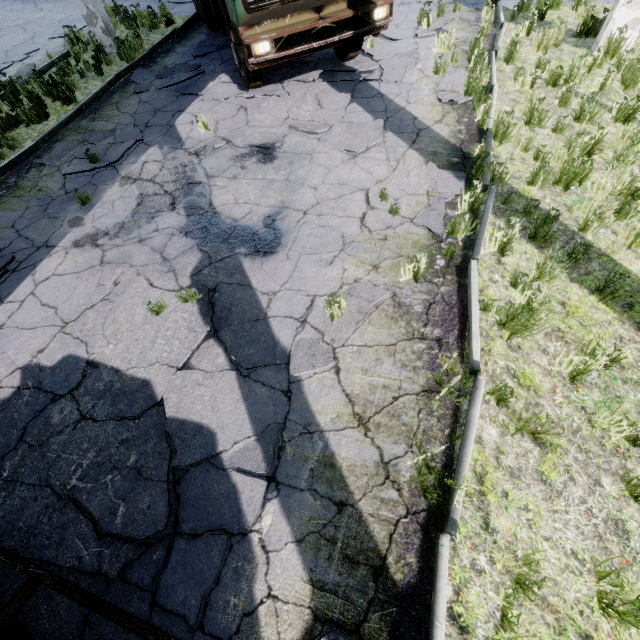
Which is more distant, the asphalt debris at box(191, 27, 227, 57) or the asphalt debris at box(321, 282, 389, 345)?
the asphalt debris at box(191, 27, 227, 57)

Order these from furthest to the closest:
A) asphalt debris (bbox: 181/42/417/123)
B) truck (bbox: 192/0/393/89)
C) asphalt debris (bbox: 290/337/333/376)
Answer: asphalt debris (bbox: 181/42/417/123) → truck (bbox: 192/0/393/89) → asphalt debris (bbox: 290/337/333/376)

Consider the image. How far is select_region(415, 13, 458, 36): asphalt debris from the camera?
7.8 meters

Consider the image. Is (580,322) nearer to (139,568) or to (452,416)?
(452,416)

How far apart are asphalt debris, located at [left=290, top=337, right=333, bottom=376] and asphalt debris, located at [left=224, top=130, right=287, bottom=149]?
3.4 meters

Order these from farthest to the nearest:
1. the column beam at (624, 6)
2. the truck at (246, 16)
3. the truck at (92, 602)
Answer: the column beam at (624, 6) → the truck at (246, 16) → the truck at (92, 602)

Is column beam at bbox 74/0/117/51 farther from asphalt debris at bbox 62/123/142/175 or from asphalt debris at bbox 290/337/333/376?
asphalt debris at bbox 290/337/333/376

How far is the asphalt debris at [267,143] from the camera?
6.0m
